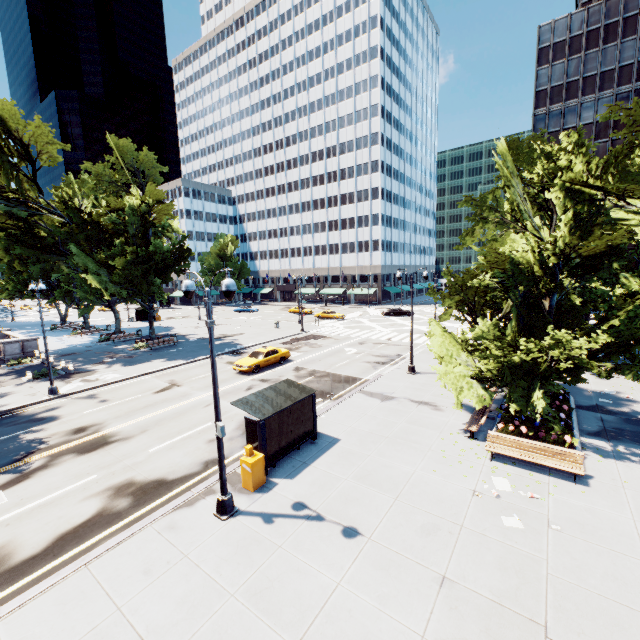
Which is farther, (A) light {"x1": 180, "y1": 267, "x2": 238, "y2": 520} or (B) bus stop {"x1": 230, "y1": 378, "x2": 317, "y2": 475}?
(B) bus stop {"x1": 230, "y1": 378, "x2": 317, "y2": 475}

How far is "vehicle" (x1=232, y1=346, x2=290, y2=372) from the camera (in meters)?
24.52

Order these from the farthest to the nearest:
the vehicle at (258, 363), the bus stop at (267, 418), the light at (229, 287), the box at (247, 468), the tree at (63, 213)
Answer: the tree at (63, 213) → the vehicle at (258, 363) → the bus stop at (267, 418) → the box at (247, 468) → the light at (229, 287)

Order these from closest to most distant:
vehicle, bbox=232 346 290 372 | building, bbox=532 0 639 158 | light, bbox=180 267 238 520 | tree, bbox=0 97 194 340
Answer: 1. light, bbox=180 267 238 520
2. vehicle, bbox=232 346 290 372
3. tree, bbox=0 97 194 340
4. building, bbox=532 0 639 158

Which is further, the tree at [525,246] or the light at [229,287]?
the tree at [525,246]

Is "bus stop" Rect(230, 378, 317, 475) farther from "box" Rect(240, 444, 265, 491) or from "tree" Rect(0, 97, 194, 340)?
"tree" Rect(0, 97, 194, 340)

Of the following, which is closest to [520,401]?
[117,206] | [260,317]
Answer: [117,206]

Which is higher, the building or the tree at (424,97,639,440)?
the building
